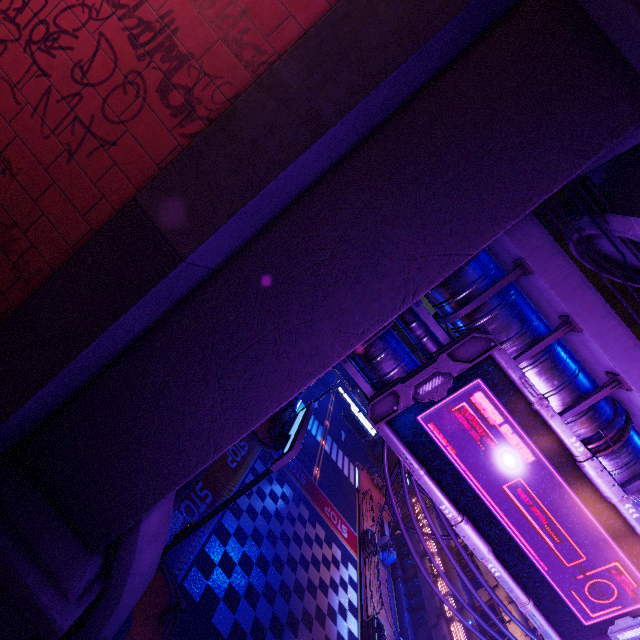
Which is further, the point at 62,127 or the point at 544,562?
the point at 544,562

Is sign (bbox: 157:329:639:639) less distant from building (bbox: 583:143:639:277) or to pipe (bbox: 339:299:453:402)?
pipe (bbox: 339:299:453:402)

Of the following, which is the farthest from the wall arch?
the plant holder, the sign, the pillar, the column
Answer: the pillar

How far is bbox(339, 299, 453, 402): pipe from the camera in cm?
757

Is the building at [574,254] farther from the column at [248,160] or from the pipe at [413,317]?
the pipe at [413,317]

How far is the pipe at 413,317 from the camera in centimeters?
757cm

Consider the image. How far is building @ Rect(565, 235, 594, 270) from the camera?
7.7 meters
